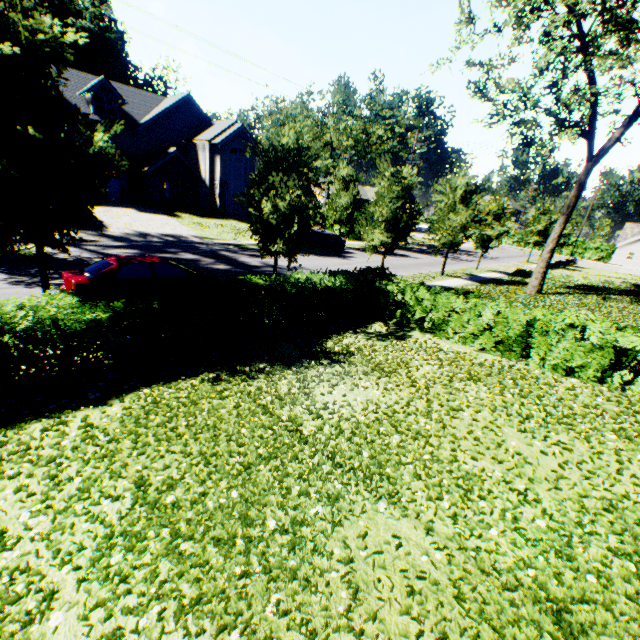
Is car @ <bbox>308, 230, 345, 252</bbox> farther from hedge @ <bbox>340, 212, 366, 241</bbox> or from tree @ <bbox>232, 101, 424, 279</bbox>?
hedge @ <bbox>340, 212, 366, 241</bbox>

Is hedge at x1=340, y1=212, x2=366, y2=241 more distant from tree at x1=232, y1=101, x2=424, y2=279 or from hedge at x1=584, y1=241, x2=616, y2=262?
hedge at x1=584, y1=241, x2=616, y2=262

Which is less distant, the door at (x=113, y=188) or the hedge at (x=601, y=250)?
the door at (x=113, y=188)

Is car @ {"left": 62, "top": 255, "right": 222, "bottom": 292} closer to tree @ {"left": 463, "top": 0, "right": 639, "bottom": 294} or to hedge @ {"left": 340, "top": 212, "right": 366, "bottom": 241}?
tree @ {"left": 463, "top": 0, "right": 639, "bottom": 294}

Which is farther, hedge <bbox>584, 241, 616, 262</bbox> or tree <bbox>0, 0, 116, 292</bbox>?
hedge <bbox>584, 241, 616, 262</bbox>

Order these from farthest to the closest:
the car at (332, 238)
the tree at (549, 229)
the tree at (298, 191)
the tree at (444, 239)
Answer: the car at (332, 238)
the tree at (444, 239)
the tree at (549, 229)
the tree at (298, 191)

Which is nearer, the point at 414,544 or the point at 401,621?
the point at 401,621

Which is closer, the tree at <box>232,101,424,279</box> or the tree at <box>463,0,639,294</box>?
the tree at <box>232,101,424,279</box>
